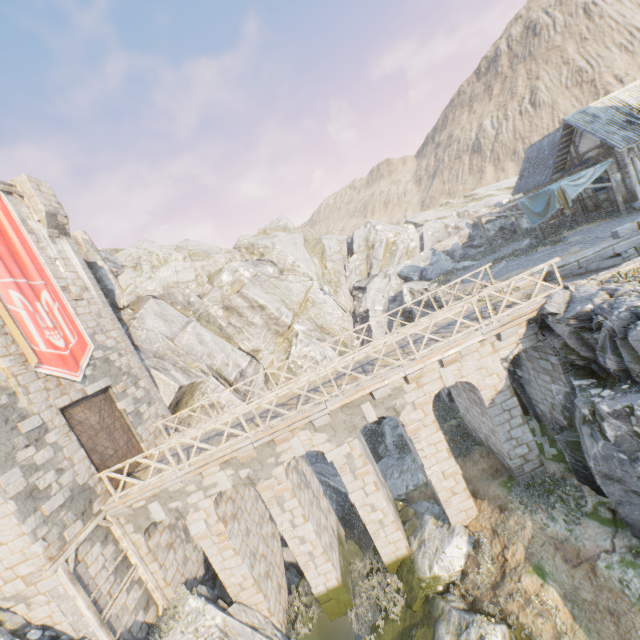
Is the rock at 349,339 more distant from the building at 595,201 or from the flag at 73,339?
the flag at 73,339

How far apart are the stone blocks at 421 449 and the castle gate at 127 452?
11.9 meters

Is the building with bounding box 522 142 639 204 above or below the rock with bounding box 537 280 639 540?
above

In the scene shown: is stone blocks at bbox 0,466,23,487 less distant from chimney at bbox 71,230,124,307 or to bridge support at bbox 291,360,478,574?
bridge support at bbox 291,360,478,574

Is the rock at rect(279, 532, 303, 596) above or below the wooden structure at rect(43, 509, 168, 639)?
below

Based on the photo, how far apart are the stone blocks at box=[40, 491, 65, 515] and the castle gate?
1.57m

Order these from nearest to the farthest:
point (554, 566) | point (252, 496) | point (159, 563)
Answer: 1. point (554, 566)
2. point (159, 563)
3. point (252, 496)

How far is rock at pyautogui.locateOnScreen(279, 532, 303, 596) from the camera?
14.8 meters
